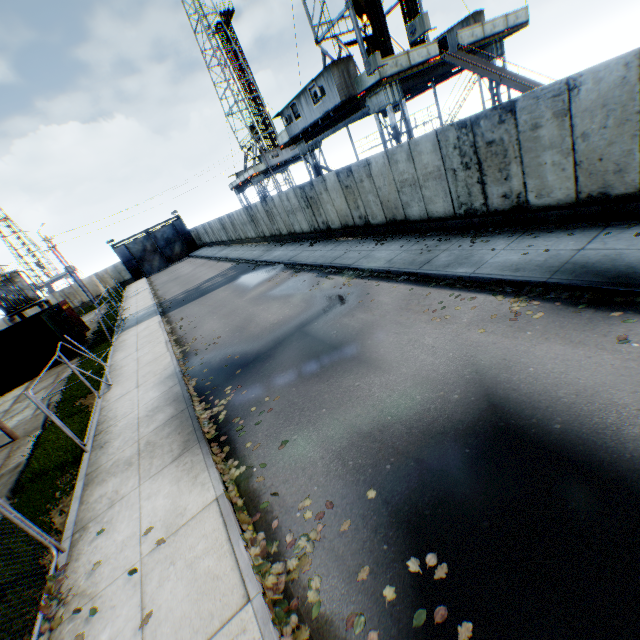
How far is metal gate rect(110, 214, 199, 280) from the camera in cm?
4919

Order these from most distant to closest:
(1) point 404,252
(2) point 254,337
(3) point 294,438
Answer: (1) point 404,252
(2) point 254,337
(3) point 294,438

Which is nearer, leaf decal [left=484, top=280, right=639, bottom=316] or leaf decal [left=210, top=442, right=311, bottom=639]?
leaf decal [left=210, top=442, right=311, bottom=639]

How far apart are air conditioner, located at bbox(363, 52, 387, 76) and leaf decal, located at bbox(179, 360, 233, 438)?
14.8 meters

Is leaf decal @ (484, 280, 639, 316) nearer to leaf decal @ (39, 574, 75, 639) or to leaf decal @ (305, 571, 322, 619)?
leaf decal @ (305, 571, 322, 619)

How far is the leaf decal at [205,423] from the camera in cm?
759

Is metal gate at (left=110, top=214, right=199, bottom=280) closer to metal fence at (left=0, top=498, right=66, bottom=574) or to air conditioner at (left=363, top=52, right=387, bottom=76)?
air conditioner at (left=363, top=52, right=387, bottom=76)

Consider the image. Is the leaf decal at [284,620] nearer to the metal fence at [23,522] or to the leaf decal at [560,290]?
the metal fence at [23,522]
